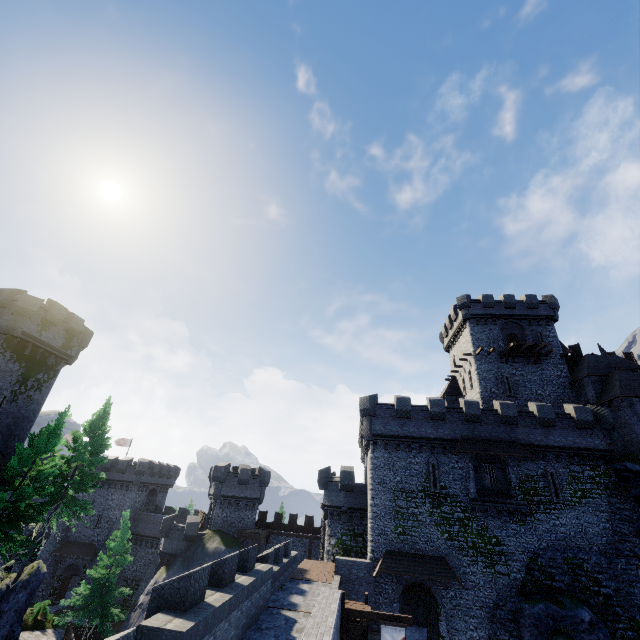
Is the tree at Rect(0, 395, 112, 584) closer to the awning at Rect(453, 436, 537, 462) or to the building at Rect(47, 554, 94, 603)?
the building at Rect(47, 554, 94, 603)

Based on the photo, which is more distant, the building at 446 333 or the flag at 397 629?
the building at 446 333

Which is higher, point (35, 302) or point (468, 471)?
point (35, 302)

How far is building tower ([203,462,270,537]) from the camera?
37.3m

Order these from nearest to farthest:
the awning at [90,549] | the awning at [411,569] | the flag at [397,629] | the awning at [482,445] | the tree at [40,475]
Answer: the flag at [397,629] < the tree at [40,475] < the awning at [411,569] < the awning at [482,445] < the awning at [90,549]

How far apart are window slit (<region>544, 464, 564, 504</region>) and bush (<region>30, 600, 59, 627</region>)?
46.52m

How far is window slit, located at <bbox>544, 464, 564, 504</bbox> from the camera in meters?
25.2 m

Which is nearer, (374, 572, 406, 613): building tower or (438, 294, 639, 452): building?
(374, 572, 406, 613): building tower
